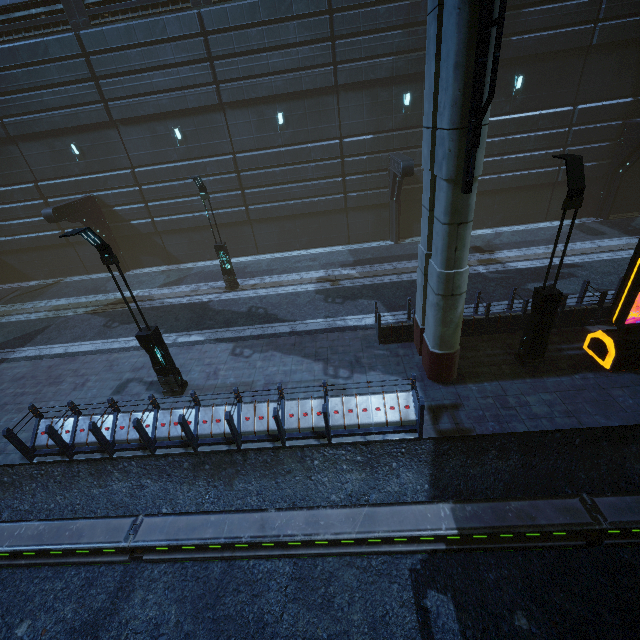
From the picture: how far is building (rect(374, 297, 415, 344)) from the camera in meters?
11.0 m

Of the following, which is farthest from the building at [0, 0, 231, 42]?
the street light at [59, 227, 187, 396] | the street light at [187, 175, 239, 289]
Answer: the street light at [187, 175, 239, 289]

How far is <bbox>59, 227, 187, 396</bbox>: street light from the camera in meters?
7.7

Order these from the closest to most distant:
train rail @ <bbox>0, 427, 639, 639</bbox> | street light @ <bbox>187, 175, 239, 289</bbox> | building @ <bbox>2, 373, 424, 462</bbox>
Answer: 1. train rail @ <bbox>0, 427, 639, 639</bbox>
2. building @ <bbox>2, 373, 424, 462</bbox>
3. street light @ <bbox>187, 175, 239, 289</bbox>

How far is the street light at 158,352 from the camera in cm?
768

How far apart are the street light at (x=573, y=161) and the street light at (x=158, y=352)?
10.58m

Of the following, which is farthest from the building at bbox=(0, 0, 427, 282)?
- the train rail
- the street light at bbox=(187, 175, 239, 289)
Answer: the street light at bbox=(187, 175, 239, 289)

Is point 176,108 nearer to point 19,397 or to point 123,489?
point 19,397
